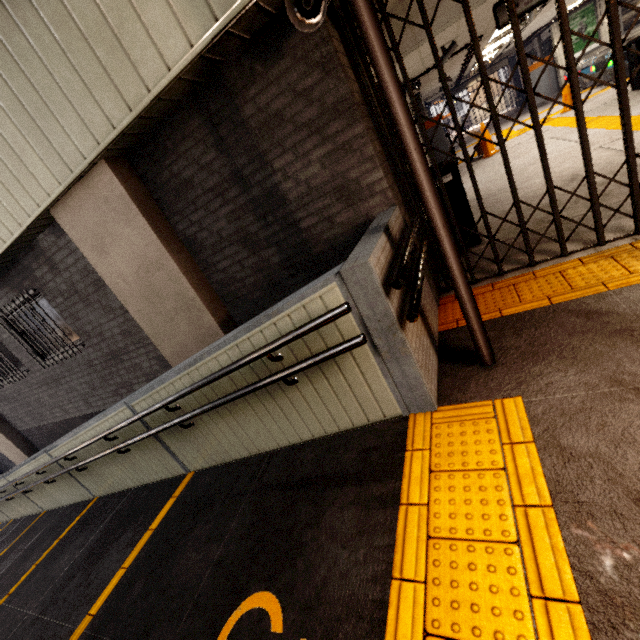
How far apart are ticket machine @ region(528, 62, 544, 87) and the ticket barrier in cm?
295

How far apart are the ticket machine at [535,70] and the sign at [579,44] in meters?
0.5

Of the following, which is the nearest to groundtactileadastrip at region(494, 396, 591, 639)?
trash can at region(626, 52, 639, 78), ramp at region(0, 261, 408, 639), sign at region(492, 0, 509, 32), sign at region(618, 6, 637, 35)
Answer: ramp at region(0, 261, 408, 639)

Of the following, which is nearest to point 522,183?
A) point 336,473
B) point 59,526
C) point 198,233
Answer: point 198,233

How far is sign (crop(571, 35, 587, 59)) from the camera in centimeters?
1404cm

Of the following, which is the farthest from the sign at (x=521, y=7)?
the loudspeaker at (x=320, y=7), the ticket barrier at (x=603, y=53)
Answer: the ticket barrier at (x=603, y=53)

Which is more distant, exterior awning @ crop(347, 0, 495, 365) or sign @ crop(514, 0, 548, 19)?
sign @ crop(514, 0, 548, 19)

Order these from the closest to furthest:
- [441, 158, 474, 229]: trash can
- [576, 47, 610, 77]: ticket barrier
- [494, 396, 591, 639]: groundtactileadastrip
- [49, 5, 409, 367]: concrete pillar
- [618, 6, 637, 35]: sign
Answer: [494, 396, 591, 639]: groundtactileadastrip → [49, 5, 409, 367]: concrete pillar → [441, 158, 474, 229]: trash can → [576, 47, 610, 77]: ticket barrier → [618, 6, 637, 35]: sign
